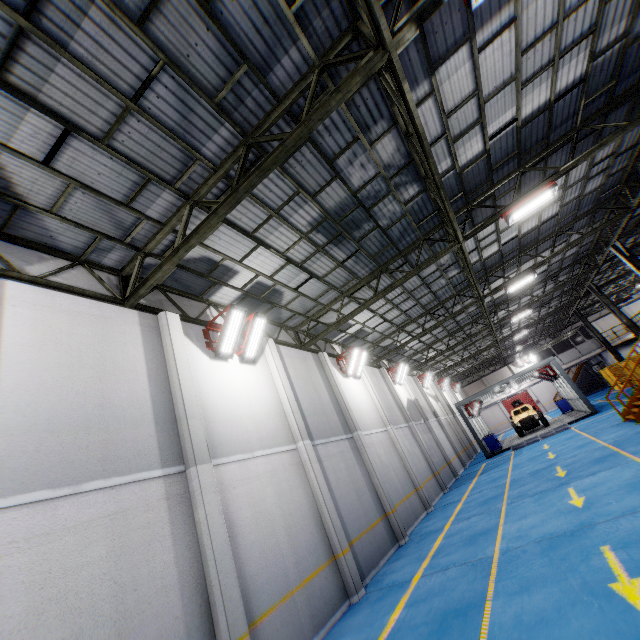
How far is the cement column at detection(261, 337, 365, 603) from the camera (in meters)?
8.45

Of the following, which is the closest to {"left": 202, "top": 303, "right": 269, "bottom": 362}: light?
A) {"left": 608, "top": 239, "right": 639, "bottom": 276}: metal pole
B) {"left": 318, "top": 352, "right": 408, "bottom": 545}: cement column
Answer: {"left": 318, "top": 352, "right": 408, "bottom": 545}: cement column

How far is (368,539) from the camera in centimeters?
1024cm

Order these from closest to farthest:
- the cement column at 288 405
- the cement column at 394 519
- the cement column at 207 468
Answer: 1. the cement column at 207 468
2. the cement column at 288 405
3. the cement column at 394 519

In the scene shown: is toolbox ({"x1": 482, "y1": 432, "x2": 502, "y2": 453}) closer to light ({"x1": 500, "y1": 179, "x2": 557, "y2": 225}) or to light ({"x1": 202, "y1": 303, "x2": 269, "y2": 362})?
light ({"x1": 500, "y1": 179, "x2": 557, "y2": 225})

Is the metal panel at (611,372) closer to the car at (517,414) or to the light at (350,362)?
the car at (517,414)

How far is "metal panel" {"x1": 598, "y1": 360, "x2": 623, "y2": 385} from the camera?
27.6m

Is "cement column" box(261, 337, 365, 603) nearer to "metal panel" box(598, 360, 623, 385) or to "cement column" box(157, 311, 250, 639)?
"cement column" box(157, 311, 250, 639)
